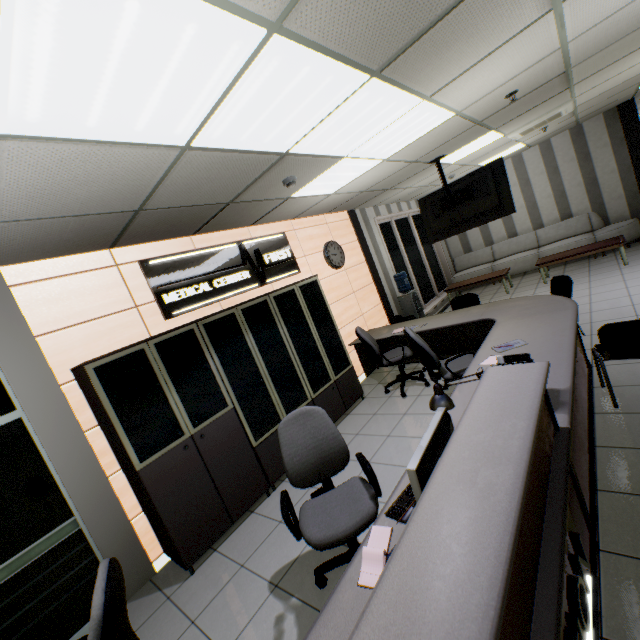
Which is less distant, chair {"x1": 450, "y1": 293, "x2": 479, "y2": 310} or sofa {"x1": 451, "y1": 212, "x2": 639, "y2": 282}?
chair {"x1": 450, "y1": 293, "x2": 479, "y2": 310}

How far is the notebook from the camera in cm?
145

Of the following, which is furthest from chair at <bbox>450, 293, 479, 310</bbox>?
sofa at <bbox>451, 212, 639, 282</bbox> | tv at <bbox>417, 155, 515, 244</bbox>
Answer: sofa at <bbox>451, 212, 639, 282</bbox>

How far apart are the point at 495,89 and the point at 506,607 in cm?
438

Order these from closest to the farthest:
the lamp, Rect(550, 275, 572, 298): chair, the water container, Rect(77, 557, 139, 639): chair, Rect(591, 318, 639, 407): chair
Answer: Rect(77, 557, 139, 639): chair, the lamp, Rect(591, 318, 639, 407): chair, Rect(550, 275, 572, 298): chair, the water container

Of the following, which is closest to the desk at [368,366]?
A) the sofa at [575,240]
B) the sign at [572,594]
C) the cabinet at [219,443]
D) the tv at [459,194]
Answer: the sign at [572,594]

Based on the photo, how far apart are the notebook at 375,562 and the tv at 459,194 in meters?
4.9

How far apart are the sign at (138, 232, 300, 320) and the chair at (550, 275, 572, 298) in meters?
3.7
